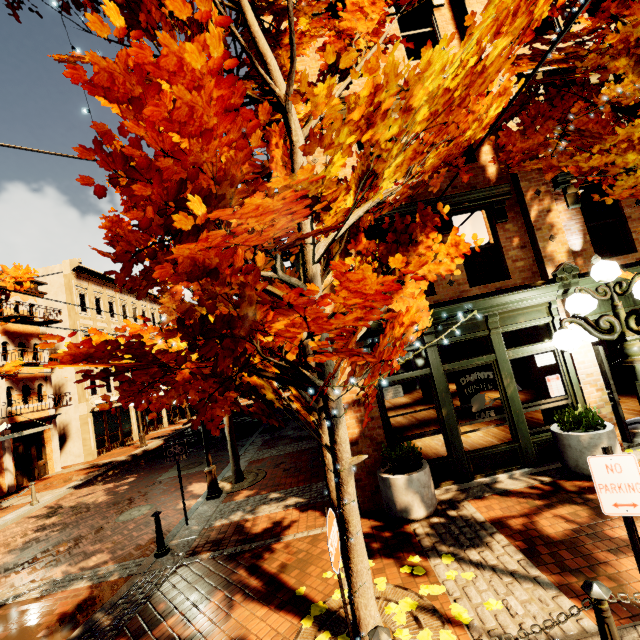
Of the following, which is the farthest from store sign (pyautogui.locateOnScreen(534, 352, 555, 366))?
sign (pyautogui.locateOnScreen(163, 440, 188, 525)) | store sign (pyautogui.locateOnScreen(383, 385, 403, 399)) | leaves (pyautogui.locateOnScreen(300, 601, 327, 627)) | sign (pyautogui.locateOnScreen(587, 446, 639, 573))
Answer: sign (pyautogui.locateOnScreen(163, 440, 188, 525))

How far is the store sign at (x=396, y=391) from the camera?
7.28m

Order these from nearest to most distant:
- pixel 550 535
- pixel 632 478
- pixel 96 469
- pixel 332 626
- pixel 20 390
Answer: pixel 632 478
pixel 332 626
pixel 550 535
pixel 96 469
pixel 20 390

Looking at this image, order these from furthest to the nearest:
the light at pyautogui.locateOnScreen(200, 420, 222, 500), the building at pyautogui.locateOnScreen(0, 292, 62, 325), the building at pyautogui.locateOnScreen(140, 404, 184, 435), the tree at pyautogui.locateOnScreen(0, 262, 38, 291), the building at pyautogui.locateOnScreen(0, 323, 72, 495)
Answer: the building at pyautogui.locateOnScreen(140, 404, 184, 435) → the building at pyautogui.locateOnScreen(0, 292, 62, 325) → the building at pyautogui.locateOnScreen(0, 323, 72, 495) → the tree at pyautogui.locateOnScreen(0, 262, 38, 291) → the light at pyautogui.locateOnScreen(200, 420, 222, 500)

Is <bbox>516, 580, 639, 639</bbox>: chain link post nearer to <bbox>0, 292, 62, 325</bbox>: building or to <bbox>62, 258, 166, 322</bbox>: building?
<bbox>0, 292, 62, 325</bbox>: building

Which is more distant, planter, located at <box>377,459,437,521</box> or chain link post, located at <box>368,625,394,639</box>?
planter, located at <box>377,459,437,521</box>

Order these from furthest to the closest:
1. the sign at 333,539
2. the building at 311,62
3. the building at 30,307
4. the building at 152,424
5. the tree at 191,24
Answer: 1. the building at 152,424
2. the building at 30,307
3. the building at 311,62
4. the sign at 333,539
5. the tree at 191,24

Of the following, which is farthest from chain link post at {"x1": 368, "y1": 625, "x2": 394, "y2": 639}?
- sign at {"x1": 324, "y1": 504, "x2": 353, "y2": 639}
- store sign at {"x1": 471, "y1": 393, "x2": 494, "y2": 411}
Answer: store sign at {"x1": 471, "y1": 393, "x2": 494, "y2": 411}
